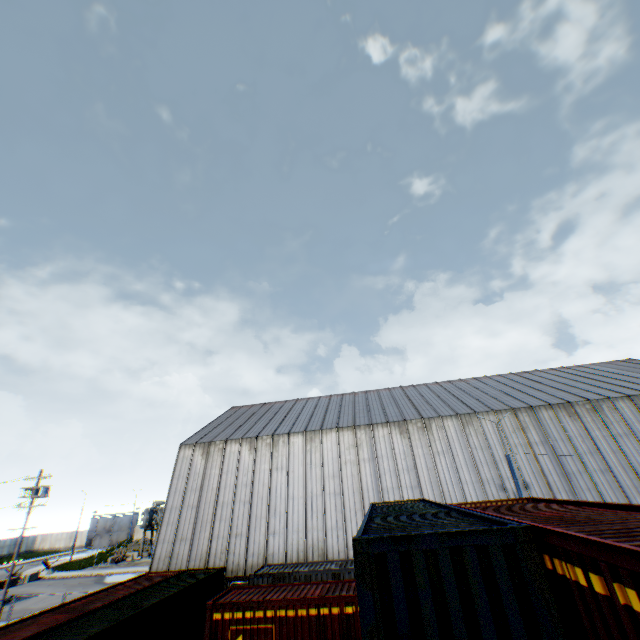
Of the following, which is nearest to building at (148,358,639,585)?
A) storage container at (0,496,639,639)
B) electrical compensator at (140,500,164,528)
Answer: storage container at (0,496,639,639)

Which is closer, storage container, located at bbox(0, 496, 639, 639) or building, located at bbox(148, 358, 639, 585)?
storage container, located at bbox(0, 496, 639, 639)

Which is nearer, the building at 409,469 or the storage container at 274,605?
the storage container at 274,605

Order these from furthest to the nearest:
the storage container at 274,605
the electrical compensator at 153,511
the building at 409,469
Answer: the electrical compensator at 153,511, the building at 409,469, the storage container at 274,605

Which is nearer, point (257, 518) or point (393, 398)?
point (257, 518)

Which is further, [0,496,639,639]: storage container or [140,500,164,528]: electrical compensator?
[140,500,164,528]: electrical compensator

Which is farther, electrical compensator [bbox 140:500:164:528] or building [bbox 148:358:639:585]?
electrical compensator [bbox 140:500:164:528]
